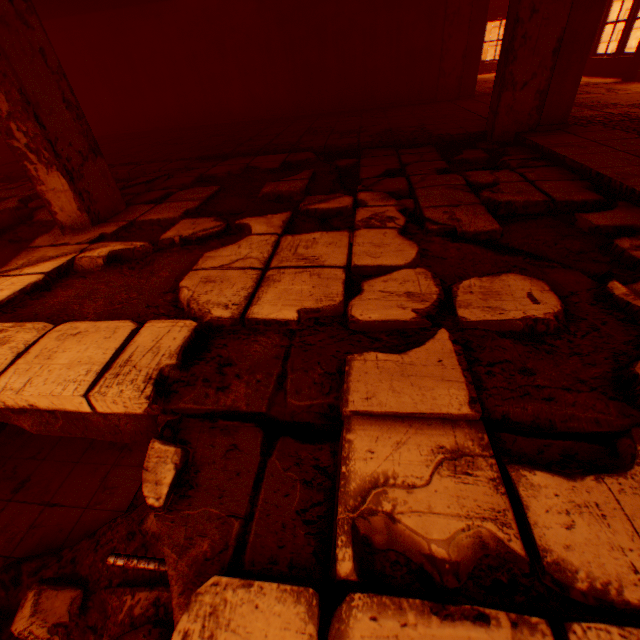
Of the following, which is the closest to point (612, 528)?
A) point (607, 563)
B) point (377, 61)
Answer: point (607, 563)

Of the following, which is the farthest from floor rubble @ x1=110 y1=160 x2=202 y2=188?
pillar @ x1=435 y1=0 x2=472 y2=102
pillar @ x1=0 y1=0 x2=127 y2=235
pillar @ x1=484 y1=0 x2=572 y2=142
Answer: pillar @ x1=435 y1=0 x2=472 y2=102

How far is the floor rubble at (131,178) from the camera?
4.68m

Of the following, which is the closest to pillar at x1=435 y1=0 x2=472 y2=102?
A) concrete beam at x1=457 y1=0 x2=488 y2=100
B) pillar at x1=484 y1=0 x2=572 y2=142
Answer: concrete beam at x1=457 y1=0 x2=488 y2=100

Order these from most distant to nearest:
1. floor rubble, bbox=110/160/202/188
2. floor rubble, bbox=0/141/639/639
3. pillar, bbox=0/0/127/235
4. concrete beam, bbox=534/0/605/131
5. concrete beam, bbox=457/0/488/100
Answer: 1. concrete beam, bbox=457/0/488/100
2. floor rubble, bbox=110/160/202/188
3. concrete beam, bbox=534/0/605/131
4. pillar, bbox=0/0/127/235
5. floor rubble, bbox=0/141/639/639

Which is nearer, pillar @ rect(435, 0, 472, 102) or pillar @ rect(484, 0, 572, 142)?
pillar @ rect(484, 0, 572, 142)

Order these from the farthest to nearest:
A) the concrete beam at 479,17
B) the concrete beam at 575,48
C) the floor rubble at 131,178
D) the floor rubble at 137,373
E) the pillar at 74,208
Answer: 1. the concrete beam at 479,17
2. the floor rubble at 131,178
3. the concrete beam at 575,48
4. the pillar at 74,208
5. the floor rubble at 137,373

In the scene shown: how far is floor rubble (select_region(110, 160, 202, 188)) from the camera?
4.7 meters
